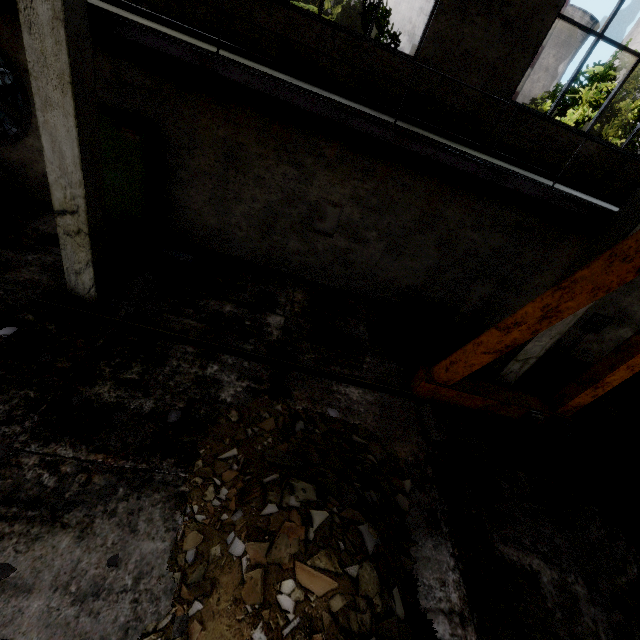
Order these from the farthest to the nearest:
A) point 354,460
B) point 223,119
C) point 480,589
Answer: point 223,119 < point 354,460 < point 480,589

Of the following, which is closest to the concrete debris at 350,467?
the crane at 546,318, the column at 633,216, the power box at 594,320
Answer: the crane at 546,318

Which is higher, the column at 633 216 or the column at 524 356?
the column at 633 216

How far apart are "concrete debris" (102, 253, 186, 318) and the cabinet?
0.05m

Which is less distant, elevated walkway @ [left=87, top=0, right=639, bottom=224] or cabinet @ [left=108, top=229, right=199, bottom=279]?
elevated walkway @ [left=87, top=0, right=639, bottom=224]

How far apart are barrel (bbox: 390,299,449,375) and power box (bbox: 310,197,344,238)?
3.0 meters

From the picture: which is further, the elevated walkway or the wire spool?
the wire spool

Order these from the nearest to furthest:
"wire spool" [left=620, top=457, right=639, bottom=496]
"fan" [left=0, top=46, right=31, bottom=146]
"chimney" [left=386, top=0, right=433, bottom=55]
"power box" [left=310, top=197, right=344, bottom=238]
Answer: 1. "wire spool" [left=620, top=457, right=639, bottom=496]
2. "fan" [left=0, top=46, right=31, bottom=146]
3. "power box" [left=310, top=197, right=344, bottom=238]
4. "chimney" [left=386, top=0, right=433, bottom=55]
